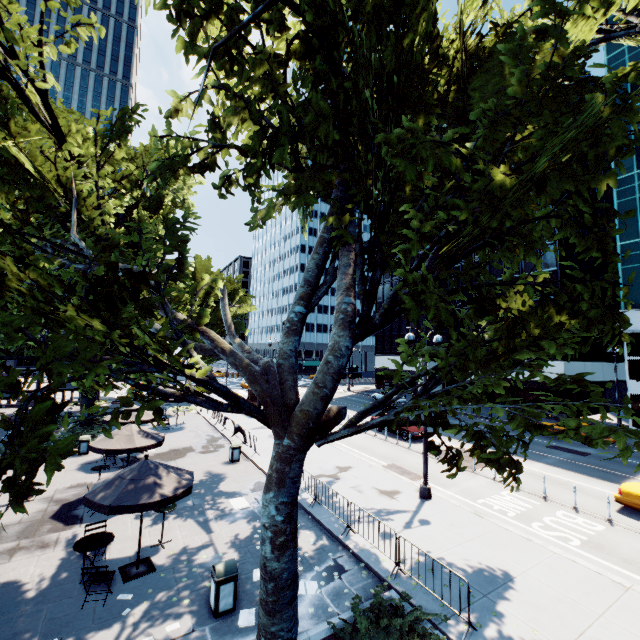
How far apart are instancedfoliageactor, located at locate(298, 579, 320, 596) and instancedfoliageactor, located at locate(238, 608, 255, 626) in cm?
16

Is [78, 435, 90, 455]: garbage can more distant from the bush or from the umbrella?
the bush

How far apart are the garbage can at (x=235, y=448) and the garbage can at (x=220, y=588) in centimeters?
1014cm

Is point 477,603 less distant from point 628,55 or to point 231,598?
point 231,598

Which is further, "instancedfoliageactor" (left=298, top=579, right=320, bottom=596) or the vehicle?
the vehicle

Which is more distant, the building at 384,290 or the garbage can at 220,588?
the building at 384,290

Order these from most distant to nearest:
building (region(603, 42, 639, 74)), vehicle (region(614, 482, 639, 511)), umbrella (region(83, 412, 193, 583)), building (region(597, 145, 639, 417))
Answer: building (region(603, 42, 639, 74))
building (region(597, 145, 639, 417))
vehicle (region(614, 482, 639, 511))
umbrella (region(83, 412, 193, 583))

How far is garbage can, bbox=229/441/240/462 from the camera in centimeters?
1805cm
